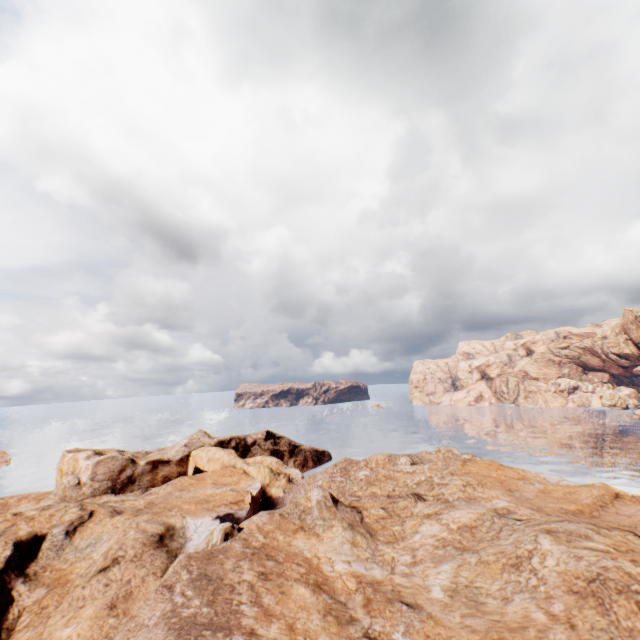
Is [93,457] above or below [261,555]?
below
